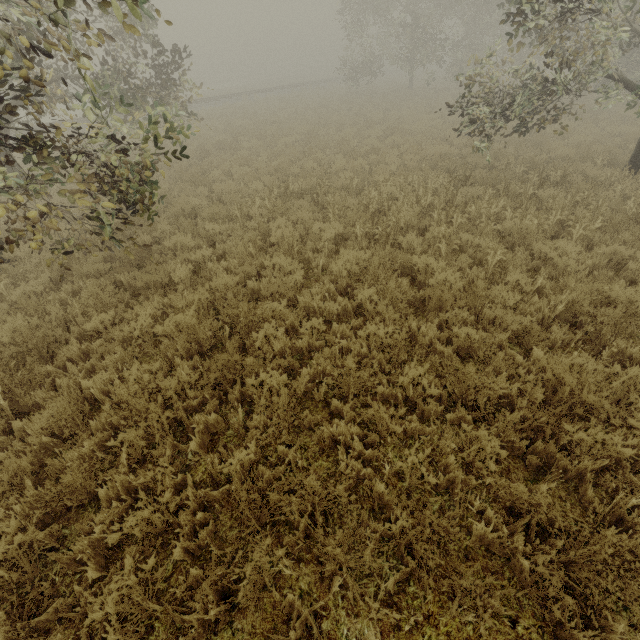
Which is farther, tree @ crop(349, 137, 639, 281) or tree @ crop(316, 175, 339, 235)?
tree @ crop(316, 175, 339, 235)

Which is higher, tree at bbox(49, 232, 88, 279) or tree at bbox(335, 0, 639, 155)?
tree at bbox(335, 0, 639, 155)

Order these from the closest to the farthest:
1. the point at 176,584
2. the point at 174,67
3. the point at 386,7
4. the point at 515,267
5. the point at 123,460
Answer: the point at 176,584 → the point at 123,460 → the point at 515,267 → the point at 174,67 → the point at 386,7

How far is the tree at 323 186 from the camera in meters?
7.7 m

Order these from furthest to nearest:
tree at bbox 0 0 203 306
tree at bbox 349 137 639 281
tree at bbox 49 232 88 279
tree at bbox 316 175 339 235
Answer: tree at bbox 316 175 339 235, tree at bbox 349 137 639 281, tree at bbox 49 232 88 279, tree at bbox 0 0 203 306

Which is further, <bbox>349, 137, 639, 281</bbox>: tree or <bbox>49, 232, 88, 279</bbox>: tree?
<bbox>349, 137, 639, 281</bbox>: tree

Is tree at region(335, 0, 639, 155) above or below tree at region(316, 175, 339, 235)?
above

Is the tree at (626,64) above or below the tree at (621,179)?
above
